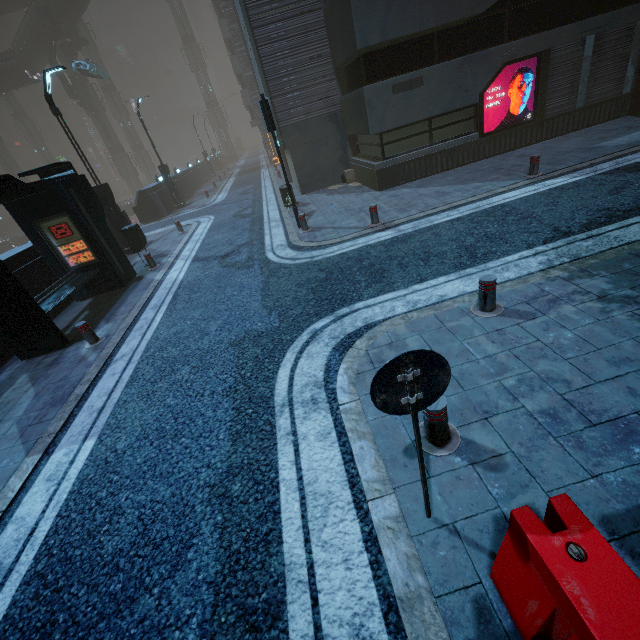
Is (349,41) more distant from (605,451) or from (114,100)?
(114,100)

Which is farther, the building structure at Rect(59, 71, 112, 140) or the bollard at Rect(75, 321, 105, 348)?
the building structure at Rect(59, 71, 112, 140)

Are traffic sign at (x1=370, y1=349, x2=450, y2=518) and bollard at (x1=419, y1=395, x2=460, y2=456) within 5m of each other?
yes

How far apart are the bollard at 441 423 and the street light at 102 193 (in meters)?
15.37

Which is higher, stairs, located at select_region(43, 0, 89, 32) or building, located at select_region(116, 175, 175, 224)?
stairs, located at select_region(43, 0, 89, 32)

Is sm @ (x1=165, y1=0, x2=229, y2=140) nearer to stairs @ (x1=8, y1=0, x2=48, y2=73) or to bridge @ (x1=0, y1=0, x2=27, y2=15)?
bridge @ (x1=0, y1=0, x2=27, y2=15)

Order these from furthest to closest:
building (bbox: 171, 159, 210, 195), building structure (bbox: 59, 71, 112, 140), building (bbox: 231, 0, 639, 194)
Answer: building structure (bbox: 59, 71, 112, 140) → building (bbox: 171, 159, 210, 195) → building (bbox: 231, 0, 639, 194)

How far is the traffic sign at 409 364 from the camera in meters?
1.8 m
